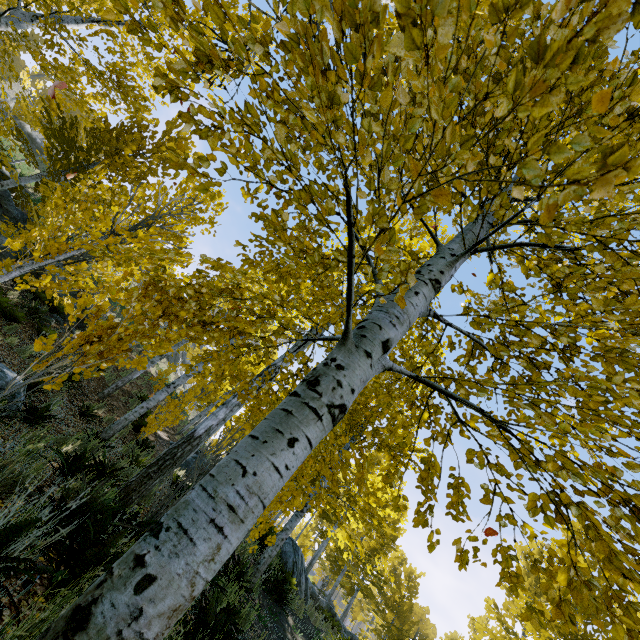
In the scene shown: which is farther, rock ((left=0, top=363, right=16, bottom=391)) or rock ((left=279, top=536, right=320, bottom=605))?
rock ((left=279, top=536, right=320, bottom=605))

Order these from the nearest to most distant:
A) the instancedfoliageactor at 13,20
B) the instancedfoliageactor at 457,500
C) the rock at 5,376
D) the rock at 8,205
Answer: the instancedfoliageactor at 13,20, the instancedfoliageactor at 457,500, the rock at 5,376, the rock at 8,205

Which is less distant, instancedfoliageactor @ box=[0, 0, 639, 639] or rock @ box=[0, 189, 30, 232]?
instancedfoliageactor @ box=[0, 0, 639, 639]

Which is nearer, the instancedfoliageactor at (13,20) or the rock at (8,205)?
the instancedfoliageactor at (13,20)

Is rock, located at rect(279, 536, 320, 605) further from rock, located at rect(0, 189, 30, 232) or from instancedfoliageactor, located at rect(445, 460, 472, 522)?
rock, located at rect(0, 189, 30, 232)

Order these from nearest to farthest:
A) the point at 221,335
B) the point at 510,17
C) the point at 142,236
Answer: the point at 510,17 < the point at 221,335 < the point at 142,236

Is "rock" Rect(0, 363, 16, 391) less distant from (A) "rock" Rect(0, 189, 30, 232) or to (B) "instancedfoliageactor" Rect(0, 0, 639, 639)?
(B) "instancedfoliageactor" Rect(0, 0, 639, 639)

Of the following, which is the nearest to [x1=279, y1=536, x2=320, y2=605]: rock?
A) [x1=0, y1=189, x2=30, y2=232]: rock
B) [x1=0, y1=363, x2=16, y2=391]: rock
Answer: [x1=0, y1=363, x2=16, y2=391]: rock
